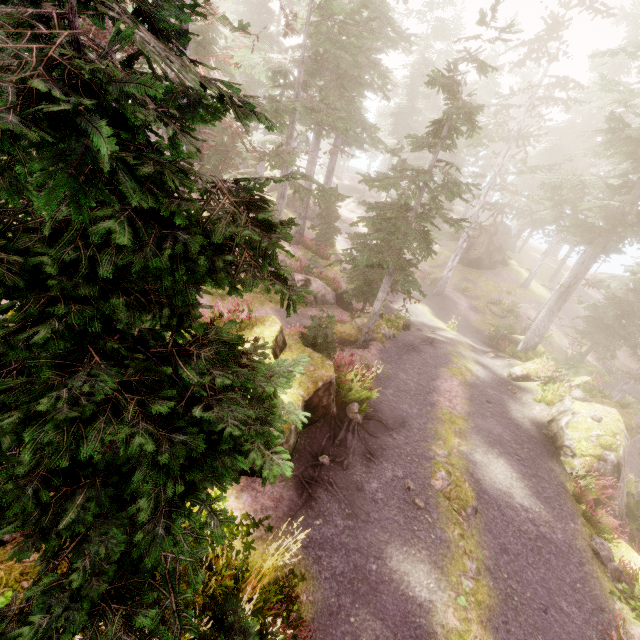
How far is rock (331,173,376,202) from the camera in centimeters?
4572cm

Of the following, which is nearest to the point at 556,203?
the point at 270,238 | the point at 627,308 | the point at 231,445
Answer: the point at 627,308

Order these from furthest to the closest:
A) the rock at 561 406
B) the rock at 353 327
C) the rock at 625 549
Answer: the rock at 353 327
the rock at 561 406
the rock at 625 549

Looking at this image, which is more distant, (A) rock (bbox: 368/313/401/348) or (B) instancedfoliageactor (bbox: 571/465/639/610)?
(A) rock (bbox: 368/313/401/348)

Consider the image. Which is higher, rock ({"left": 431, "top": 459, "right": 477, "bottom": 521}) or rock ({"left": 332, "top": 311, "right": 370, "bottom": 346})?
rock ({"left": 431, "top": 459, "right": 477, "bottom": 521})

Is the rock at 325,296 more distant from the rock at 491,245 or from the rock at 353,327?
the rock at 491,245

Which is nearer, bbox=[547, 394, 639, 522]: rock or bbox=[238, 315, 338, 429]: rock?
bbox=[238, 315, 338, 429]: rock

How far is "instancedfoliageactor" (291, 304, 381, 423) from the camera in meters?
9.9 m
